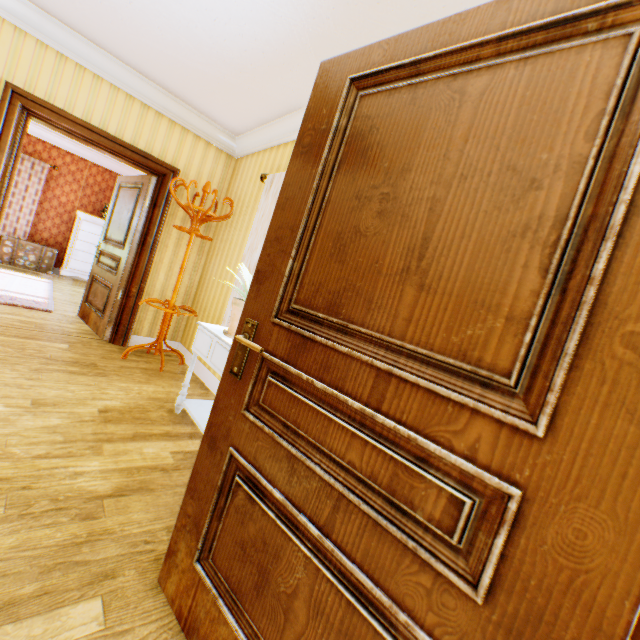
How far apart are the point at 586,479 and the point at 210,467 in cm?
119

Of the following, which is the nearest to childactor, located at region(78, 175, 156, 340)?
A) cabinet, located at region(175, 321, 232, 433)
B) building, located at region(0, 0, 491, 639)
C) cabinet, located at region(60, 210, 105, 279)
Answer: building, located at region(0, 0, 491, 639)

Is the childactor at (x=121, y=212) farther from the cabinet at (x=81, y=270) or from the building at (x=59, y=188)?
the cabinet at (x=81, y=270)

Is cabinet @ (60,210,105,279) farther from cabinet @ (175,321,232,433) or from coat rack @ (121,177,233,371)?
cabinet @ (175,321,232,433)

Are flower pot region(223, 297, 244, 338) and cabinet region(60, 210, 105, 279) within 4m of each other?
no

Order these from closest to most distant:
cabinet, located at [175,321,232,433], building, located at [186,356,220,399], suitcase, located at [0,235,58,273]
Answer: cabinet, located at [175,321,232,433], building, located at [186,356,220,399], suitcase, located at [0,235,58,273]

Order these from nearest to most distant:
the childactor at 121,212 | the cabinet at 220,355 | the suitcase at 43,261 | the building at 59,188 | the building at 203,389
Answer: the building at 59,188 → the cabinet at 220,355 → the building at 203,389 → the childactor at 121,212 → the suitcase at 43,261

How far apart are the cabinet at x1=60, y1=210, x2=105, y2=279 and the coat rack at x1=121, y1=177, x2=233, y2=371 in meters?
5.2 m
